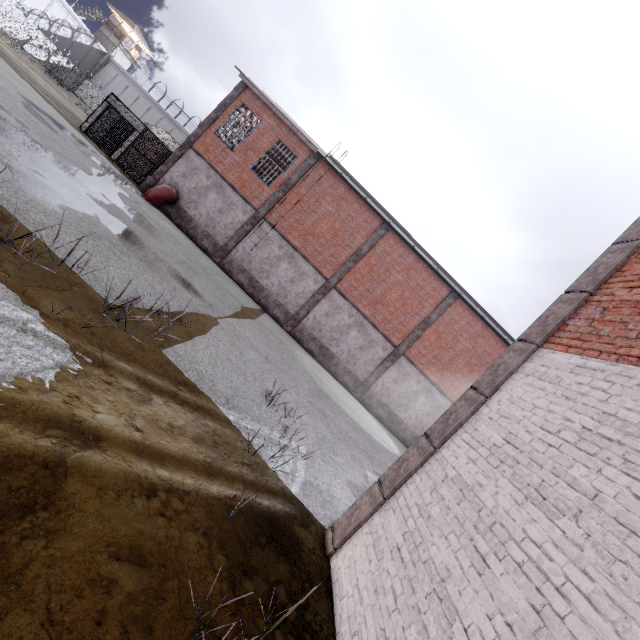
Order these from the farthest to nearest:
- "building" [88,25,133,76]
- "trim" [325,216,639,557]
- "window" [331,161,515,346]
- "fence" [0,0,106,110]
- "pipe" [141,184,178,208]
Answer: "building" [88,25,133,76], "fence" [0,0,106,110], "window" [331,161,515,346], "pipe" [141,184,178,208], "trim" [325,216,639,557]

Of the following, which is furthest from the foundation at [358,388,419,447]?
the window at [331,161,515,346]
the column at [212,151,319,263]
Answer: the column at [212,151,319,263]

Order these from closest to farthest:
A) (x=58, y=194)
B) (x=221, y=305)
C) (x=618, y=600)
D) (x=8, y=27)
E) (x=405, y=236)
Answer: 1. (x=618, y=600)
2. (x=58, y=194)
3. (x=221, y=305)
4. (x=405, y=236)
5. (x=8, y=27)

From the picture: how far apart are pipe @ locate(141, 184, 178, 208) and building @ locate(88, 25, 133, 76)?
54.6 meters

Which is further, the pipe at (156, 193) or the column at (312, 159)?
the column at (312, 159)

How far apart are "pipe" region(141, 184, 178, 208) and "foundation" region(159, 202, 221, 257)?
0.1m

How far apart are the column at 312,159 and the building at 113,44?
58.1m

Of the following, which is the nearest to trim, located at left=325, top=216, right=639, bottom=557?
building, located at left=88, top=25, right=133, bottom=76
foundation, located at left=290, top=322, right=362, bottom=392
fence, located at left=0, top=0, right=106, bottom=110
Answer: fence, located at left=0, top=0, right=106, bottom=110
